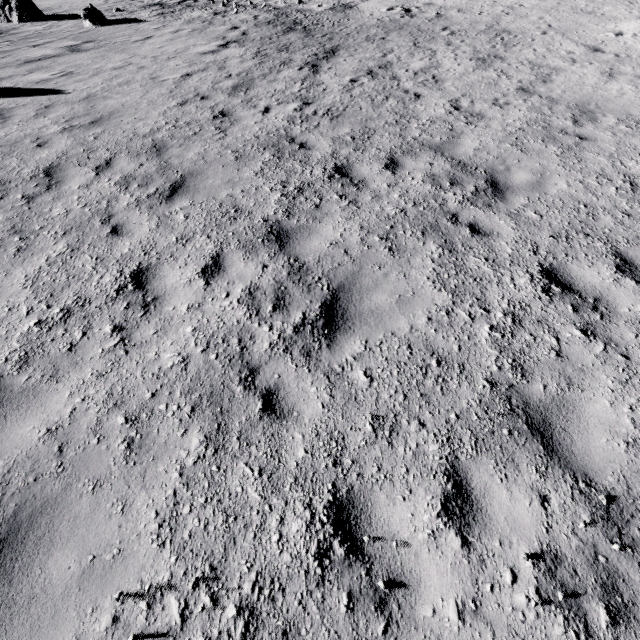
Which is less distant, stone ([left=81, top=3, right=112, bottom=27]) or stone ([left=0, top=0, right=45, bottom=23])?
stone ([left=81, top=3, right=112, bottom=27])

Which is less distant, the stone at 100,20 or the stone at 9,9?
the stone at 100,20

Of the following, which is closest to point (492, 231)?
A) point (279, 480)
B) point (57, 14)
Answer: point (279, 480)
